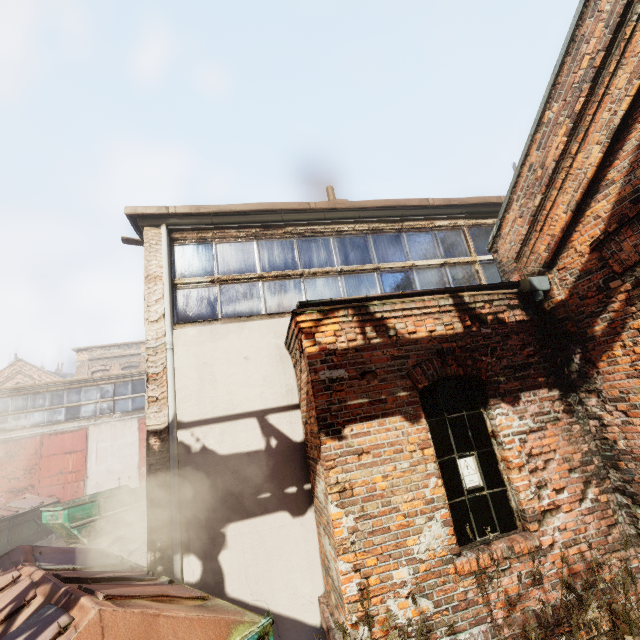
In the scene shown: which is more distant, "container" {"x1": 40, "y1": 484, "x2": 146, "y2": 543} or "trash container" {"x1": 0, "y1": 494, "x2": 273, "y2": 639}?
"container" {"x1": 40, "y1": 484, "x2": 146, "y2": 543}

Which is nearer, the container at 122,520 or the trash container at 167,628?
the trash container at 167,628

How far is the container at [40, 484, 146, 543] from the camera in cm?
1103

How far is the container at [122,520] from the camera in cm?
1103

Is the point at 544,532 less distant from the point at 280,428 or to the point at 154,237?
the point at 280,428
